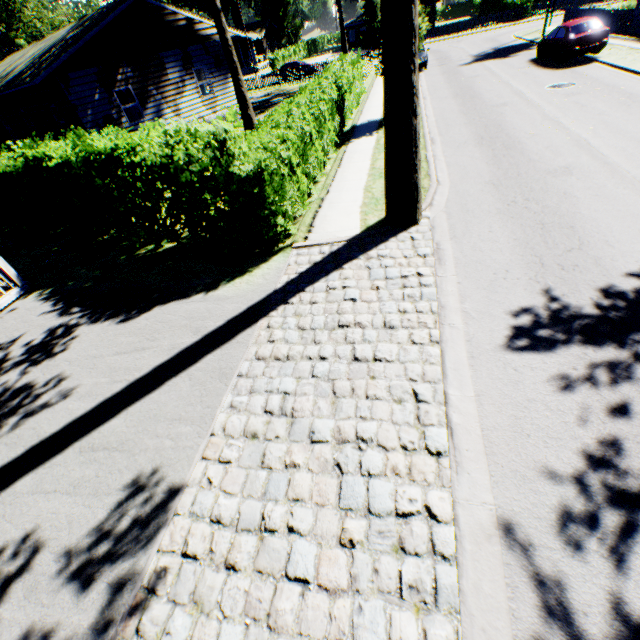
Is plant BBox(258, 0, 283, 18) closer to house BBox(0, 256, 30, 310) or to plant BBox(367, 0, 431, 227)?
plant BBox(367, 0, 431, 227)

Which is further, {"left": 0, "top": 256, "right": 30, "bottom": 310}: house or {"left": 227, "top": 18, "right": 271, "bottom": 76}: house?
{"left": 227, "top": 18, "right": 271, "bottom": 76}: house

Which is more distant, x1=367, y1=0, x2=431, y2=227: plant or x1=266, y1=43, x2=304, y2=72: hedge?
x1=266, y1=43, x2=304, y2=72: hedge

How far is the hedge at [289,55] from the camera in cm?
4716

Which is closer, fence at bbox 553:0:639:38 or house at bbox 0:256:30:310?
house at bbox 0:256:30:310

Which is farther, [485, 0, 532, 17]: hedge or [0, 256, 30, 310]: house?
[485, 0, 532, 17]: hedge

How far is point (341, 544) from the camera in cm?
328

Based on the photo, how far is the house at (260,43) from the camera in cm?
2031
